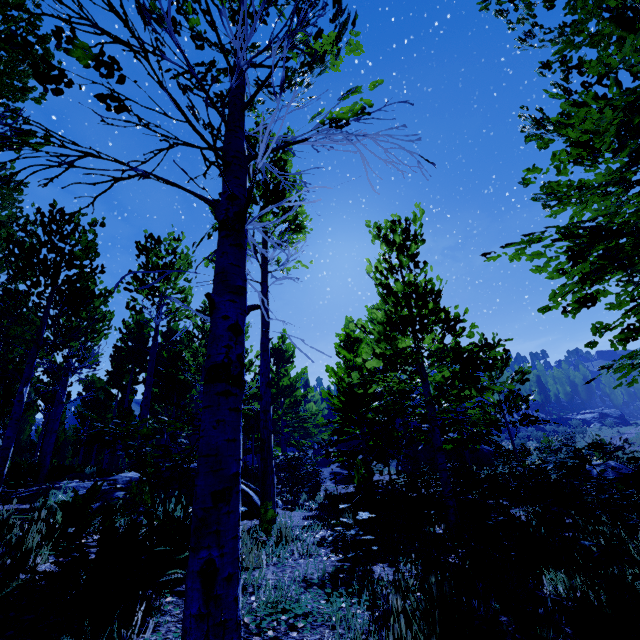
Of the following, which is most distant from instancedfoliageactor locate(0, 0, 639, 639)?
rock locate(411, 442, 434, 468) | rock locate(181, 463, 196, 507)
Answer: rock locate(411, 442, 434, 468)

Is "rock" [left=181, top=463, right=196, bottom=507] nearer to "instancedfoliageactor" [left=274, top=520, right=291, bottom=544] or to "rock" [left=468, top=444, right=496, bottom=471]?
"instancedfoliageactor" [left=274, top=520, right=291, bottom=544]

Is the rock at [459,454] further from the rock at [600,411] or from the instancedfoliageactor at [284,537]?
the rock at [600,411]

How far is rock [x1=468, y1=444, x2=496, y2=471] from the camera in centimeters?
2244cm

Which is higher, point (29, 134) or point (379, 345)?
point (379, 345)

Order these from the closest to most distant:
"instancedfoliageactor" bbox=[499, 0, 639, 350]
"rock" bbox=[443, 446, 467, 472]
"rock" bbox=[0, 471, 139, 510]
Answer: "instancedfoliageactor" bbox=[499, 0, 639, 350] < "rock" bbox=[0, 471, 139, 510] < "rock" bbox=[443, 446, 467, 472]

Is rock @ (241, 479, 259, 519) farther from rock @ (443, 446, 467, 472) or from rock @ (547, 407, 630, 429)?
rock @ (547, 407, 630, 429)
